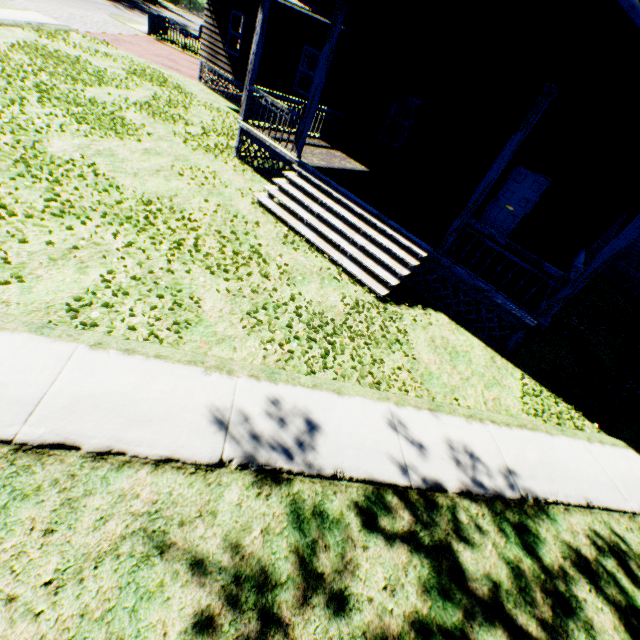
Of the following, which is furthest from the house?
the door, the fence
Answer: the fence

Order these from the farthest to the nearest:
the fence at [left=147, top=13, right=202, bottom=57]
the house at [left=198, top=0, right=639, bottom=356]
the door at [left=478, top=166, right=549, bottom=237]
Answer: the fence at [left=147, top=13, right=202, bottom=57] < the door at [left=478, top=166, right=549, bottom=237] < the house at [left=198, top=0, right=639, bottom=356]

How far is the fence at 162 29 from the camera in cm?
2307

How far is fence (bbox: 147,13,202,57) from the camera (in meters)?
23.07

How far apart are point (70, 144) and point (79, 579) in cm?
851

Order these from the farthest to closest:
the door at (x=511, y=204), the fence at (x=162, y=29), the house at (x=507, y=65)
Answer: the fence at (x=162, y=29)
the door at (x=511, y=204)
the house at (x=507, y=65)

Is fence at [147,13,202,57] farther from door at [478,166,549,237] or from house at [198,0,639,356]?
door at [478,166,549,237]

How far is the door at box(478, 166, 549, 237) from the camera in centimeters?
998cm
